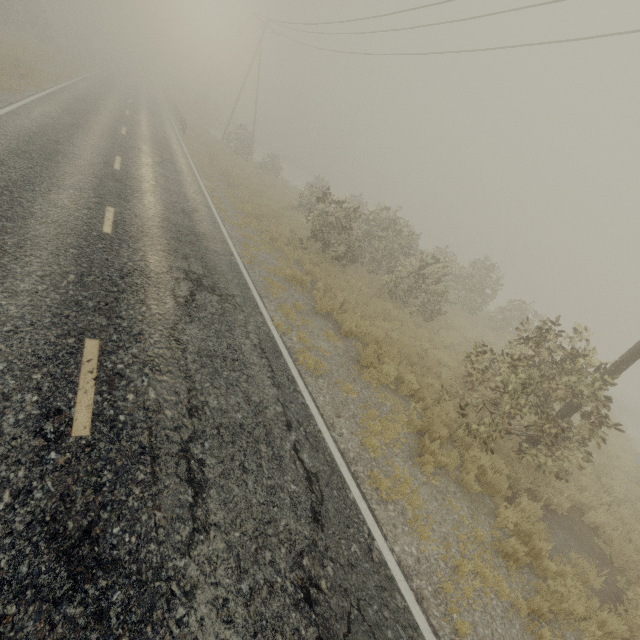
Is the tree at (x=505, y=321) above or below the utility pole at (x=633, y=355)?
below

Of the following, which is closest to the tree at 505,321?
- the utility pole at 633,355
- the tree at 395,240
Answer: the utility pole at 633,355

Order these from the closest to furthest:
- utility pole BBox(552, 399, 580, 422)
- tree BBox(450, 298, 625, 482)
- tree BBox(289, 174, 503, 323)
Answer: tree BBox(450, 298, 625, 482), utility pole BBox(552, 399, 580, 422), tree BBox(289, 174, 503, 323)

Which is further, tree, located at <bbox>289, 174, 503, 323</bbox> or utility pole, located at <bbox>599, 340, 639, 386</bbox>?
tree, located at <bbox>289, 174, 503, 323</bbox>

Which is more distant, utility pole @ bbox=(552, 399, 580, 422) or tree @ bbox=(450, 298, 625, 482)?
utility pole @ bbox=(552, 399, 580, 422)

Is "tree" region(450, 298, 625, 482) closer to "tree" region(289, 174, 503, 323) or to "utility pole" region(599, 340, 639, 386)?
"utility pole" region(599, 340, 639, 386)

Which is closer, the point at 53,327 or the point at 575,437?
the point at 53,327
